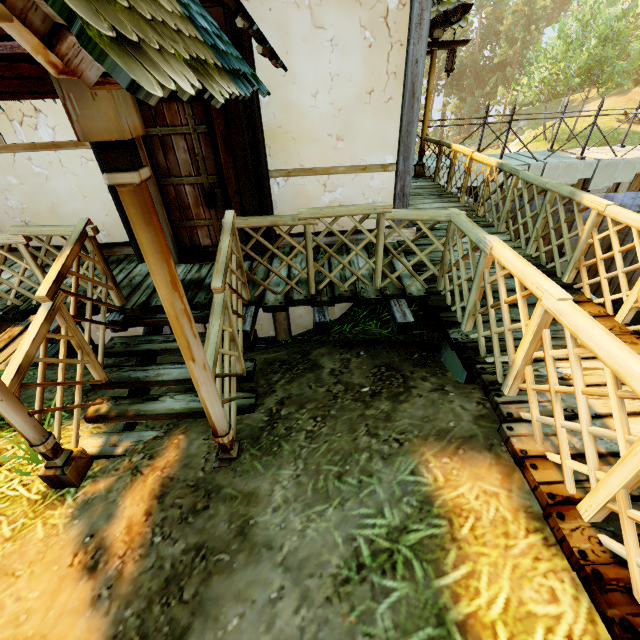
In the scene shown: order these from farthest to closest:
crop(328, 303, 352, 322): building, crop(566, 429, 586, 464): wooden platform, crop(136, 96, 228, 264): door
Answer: crop(328, 303, 352, 322): building
crop(136, 96, 228, 264): door
crop(566, 429, 586, 464): wooden platform

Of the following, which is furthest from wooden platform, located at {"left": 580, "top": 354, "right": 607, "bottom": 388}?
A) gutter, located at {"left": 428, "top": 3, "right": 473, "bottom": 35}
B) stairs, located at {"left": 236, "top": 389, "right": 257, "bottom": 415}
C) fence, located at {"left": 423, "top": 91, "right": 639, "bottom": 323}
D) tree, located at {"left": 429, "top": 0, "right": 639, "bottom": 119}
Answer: tree, located at {"left": 429, "top": 0, "right": 639, "bottom": 119}

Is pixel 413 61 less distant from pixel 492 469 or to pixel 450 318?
Answer: pixel 450 318

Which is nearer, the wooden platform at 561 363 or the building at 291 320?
the wooden platform at 561 363

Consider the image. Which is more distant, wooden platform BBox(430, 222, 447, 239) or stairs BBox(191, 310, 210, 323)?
wooden platform BBox(430, 222, 447, 239)

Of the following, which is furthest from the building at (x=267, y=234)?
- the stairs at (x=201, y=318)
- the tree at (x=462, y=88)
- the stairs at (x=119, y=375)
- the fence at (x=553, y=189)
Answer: the tree at (x=462, y=88)

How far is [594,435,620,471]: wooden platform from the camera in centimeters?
210cm

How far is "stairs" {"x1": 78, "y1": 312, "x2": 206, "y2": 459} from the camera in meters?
3.4
